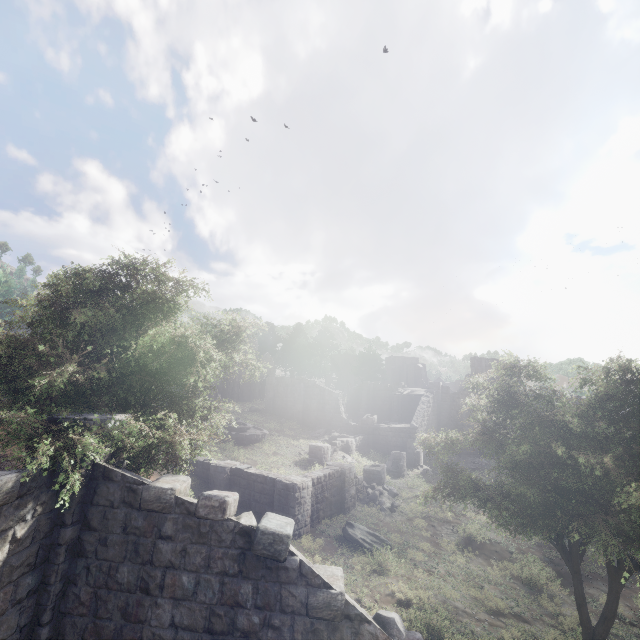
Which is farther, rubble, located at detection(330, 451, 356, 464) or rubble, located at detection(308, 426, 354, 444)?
rubble, located at detection(308, 426, 354, 444)

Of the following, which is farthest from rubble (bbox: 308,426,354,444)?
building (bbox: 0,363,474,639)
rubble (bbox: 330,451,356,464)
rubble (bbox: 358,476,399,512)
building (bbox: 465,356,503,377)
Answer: building (bbox: 0,363,474,639)

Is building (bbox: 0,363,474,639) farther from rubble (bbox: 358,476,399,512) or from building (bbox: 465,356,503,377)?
rubble (bbox: 358,476,399,512)

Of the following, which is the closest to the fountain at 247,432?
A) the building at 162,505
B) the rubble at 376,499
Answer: the rubble at 376,499

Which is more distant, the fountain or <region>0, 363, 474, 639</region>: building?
the fountain

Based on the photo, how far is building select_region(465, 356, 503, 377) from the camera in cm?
4159

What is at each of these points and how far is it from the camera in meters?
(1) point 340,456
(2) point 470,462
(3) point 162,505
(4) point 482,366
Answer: (1) rubble, 28.0 m
(2) rubble, 33.2 m
(3) building, 6.5 m
(4) building, 41.7 m

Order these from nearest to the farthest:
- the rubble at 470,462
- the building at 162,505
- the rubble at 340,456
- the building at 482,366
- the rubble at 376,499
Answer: the building at 162,505
the rubble at 376,499
the rubble at 340,456
the rubble at 470,462
the building at 482,366
